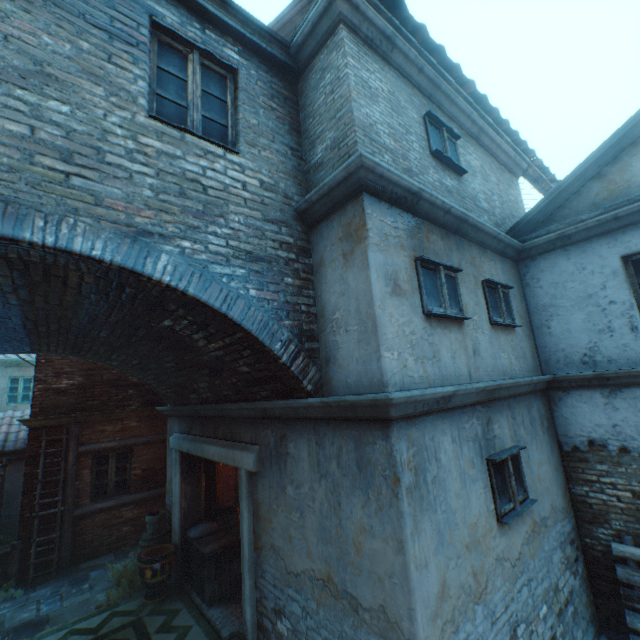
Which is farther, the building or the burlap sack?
the burlap sack

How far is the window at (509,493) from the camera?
4.0m

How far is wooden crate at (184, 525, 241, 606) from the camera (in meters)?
6.44

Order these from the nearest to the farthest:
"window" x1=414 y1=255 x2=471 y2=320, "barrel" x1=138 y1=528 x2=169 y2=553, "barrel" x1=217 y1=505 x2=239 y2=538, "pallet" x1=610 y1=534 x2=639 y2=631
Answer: "window" x1=414 y1=255 x2=471 y2=320
"pallet" x1=610 y1=534 x2=639 y2=631
"barrel" x1=138 y1=528 x2=169 y2=553
"barrel" x1=217 y1=505 x2=239 y2=538

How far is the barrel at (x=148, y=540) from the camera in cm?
761

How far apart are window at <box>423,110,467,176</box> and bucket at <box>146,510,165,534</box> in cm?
977

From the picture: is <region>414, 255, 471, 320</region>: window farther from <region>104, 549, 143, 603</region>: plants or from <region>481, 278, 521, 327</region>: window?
<region>104, 549, 143, 603</region>: plants

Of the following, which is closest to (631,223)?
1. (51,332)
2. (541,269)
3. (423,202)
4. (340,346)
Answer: (541,269)
